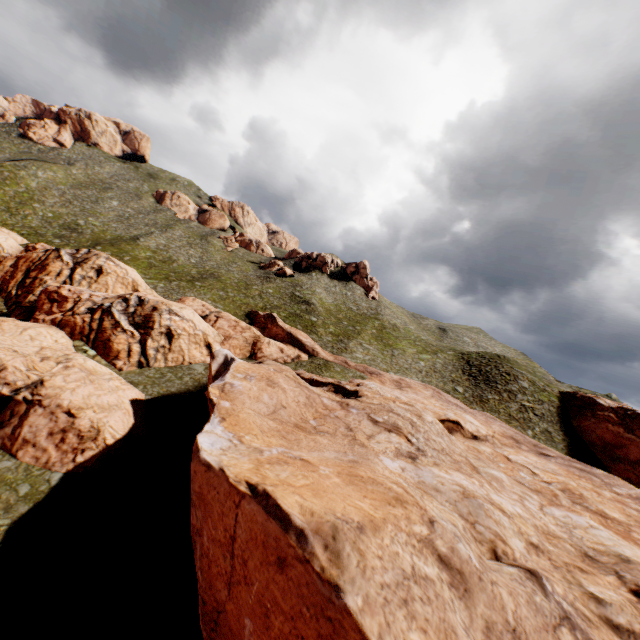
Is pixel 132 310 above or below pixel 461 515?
above
